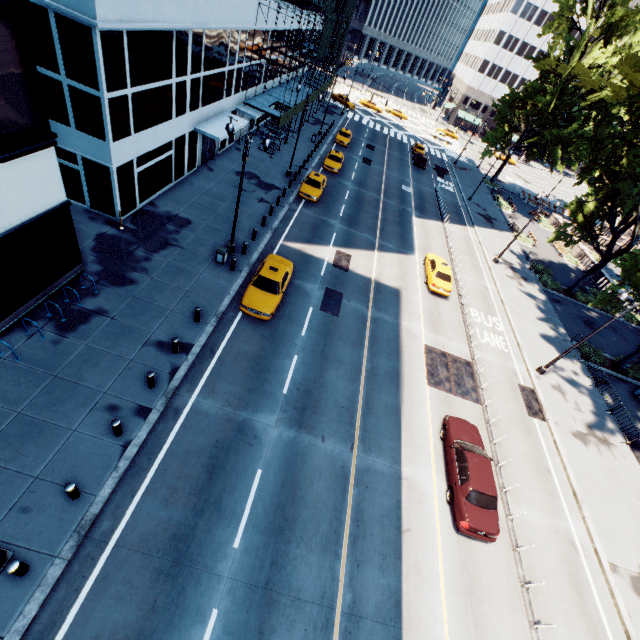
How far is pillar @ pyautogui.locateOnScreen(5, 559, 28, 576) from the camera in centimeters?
793cm

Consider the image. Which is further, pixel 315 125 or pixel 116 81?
pixel 315 125

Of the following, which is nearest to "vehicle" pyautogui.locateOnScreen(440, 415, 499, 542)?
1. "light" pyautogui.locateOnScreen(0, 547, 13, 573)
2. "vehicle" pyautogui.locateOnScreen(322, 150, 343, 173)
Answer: "light" pyautogui.locateOnScreen(0, 547, 13, 573)

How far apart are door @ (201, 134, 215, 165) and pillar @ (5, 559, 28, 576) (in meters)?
26.55

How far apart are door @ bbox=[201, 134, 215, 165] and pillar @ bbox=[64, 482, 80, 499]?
24.7m

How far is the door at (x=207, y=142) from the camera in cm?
2577

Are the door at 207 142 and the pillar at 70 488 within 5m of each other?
no

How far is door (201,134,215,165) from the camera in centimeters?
2577cm
